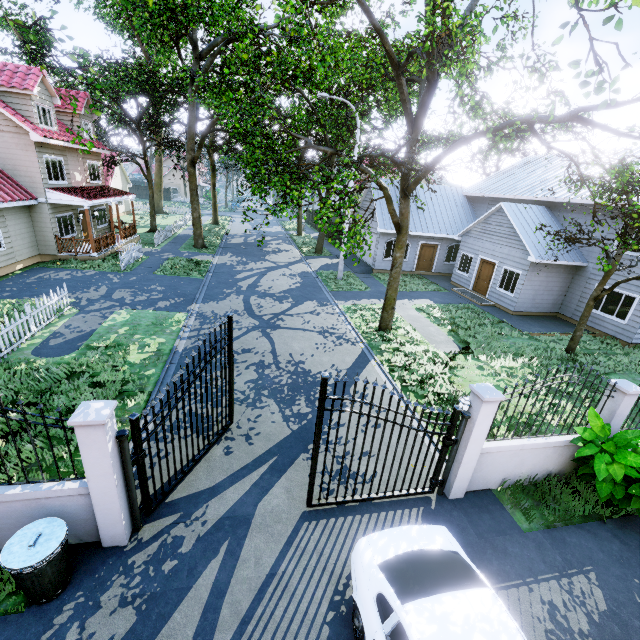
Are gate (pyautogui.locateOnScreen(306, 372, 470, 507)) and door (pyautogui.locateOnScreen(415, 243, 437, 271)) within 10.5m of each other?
no

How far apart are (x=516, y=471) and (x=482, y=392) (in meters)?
2.66

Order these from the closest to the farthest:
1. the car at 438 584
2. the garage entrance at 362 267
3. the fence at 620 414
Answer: the car at 438 584
the fence at 620 414
the garage entrance at 362 267

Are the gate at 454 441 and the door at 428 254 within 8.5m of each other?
no

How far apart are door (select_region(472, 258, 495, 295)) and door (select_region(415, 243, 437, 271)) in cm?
441

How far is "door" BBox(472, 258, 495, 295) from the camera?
19.12m

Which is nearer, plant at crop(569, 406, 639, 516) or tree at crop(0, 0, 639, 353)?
plant at crop(569, 406, 639, 516)

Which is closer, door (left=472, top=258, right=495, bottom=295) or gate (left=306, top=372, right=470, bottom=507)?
gate (left=306, top=372, right=470, bottom=507)
